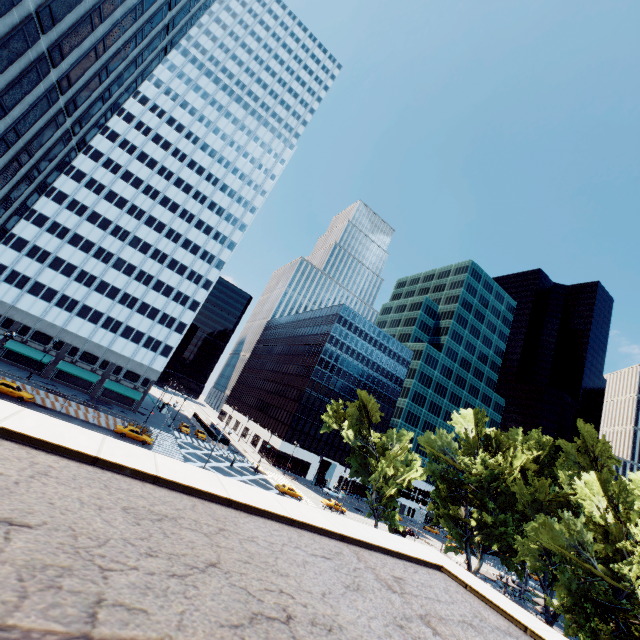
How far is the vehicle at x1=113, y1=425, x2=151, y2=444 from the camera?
43.8m

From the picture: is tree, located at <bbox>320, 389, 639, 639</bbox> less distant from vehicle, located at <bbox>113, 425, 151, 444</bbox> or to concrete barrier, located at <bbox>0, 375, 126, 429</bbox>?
vehicle, located at <bbox>113, 425, 151, 444</bbox>

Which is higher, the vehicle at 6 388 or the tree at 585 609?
the tree at 585 609

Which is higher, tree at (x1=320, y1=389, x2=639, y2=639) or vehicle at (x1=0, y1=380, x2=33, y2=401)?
tree at (x1=320, y1=389, x2=639, y2=639)

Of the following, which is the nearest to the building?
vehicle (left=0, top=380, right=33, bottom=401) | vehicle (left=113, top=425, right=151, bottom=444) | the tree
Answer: vehicle (left=0, top=380, right=33, bottom=401)

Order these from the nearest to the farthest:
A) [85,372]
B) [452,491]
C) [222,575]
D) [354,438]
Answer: [222,575] → [452,491] → [354,438] → [85,372]

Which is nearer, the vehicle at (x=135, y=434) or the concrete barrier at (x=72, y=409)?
the concrete barrier at (x=72, y=409)

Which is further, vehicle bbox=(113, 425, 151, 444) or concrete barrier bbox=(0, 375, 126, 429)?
vehicle bbox=(113, 425, 151, 444)
